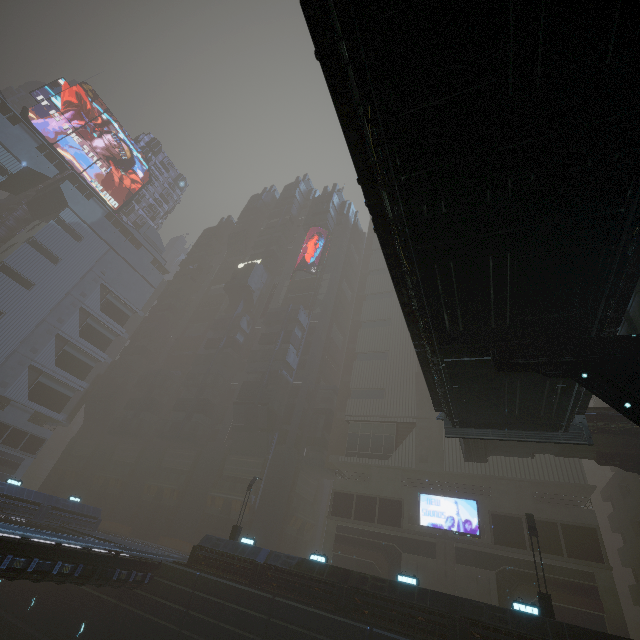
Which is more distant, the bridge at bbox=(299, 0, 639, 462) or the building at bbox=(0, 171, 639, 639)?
the building at bbox=(0, 171, 639, 639)

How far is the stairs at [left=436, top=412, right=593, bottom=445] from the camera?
13.12m

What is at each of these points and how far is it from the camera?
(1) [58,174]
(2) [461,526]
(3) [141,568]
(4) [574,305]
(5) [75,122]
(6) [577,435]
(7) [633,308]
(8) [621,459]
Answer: (1) building, 58.5 meters
(2) sign, 29.7 meters
(3) building, 21.9 meters
(4) bridge, 8.1 meters
(5) sign, 59.0 meters
(6) stairs, 13.2 meters
(7) sm, 8.7 meters
(8) building structure, 19.7 meters

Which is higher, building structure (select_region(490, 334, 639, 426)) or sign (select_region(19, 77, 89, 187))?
sign (select_region(19, 77, 89, 187))

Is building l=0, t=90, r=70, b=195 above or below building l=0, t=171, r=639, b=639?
above

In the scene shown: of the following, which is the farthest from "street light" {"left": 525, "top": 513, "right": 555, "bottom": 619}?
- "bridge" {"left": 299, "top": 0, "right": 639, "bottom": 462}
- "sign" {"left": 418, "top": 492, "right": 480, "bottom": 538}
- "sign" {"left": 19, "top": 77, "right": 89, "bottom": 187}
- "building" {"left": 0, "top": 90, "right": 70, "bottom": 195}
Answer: "sign" {"left": 19, "top": 77, "right": 89, "bottom": 187}

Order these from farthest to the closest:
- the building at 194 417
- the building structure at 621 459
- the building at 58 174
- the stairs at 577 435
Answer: the building at 58 174
the building at 194 417
the building structure at 621 459
the stairs at 577 435

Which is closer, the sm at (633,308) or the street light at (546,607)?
the sm at (633,308)
